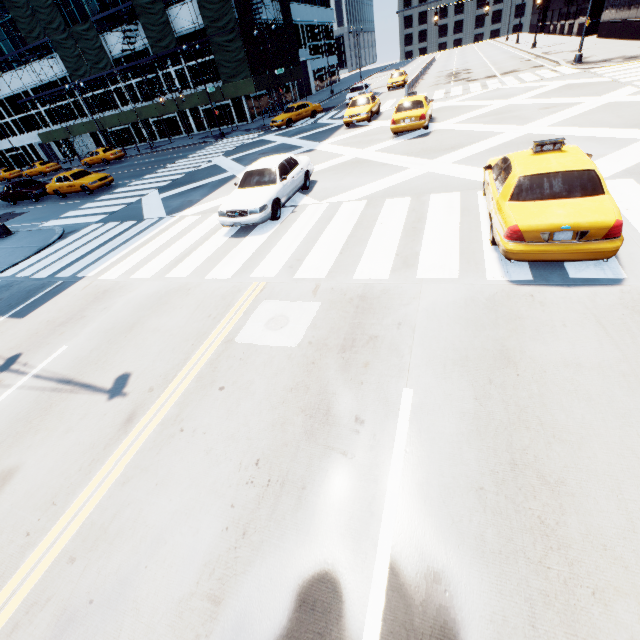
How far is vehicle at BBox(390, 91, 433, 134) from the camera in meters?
15.8

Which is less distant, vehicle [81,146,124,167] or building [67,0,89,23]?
vehicle [81,146,124,167]

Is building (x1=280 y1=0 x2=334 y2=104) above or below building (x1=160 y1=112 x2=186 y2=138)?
above

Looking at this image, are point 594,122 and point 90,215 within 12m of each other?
no

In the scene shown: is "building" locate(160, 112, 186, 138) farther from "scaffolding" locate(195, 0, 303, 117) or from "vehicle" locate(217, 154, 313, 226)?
"vehicle" locate(217, 154, 313, 226)

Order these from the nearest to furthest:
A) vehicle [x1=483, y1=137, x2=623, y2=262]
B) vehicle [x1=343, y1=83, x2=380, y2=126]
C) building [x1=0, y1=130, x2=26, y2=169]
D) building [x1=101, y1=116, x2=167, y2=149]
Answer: vehicle [x1=483, y1=137, x2=623, y2=262]
vehicle [x1=343, y1=83, x2=380, y2=126]
building [x1=101, y1=116, x2=167, y2=149]
building [x1=0, y1=130, x2=26, y2=169]

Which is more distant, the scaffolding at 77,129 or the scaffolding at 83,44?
the scaffolding at 77,129

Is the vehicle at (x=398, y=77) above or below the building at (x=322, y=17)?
below
